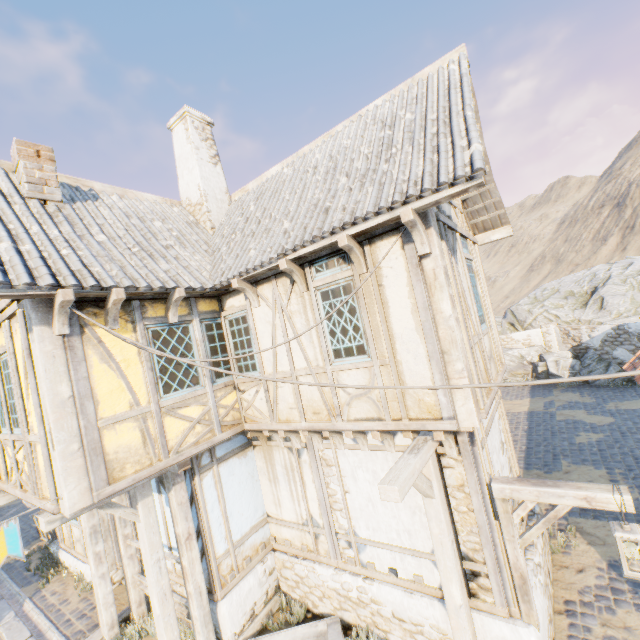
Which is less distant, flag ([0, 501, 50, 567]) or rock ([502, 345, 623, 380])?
flag ([0, 501, 50, 567])

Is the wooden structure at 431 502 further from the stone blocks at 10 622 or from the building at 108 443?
the stone blocks at 10 622

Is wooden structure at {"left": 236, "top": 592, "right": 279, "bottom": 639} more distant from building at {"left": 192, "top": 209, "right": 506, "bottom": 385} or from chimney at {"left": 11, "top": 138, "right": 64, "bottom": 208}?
chimney at {"left": 11, "top": 138, "right": 64, "bottom": 208}

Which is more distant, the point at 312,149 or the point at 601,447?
the point at 601,447

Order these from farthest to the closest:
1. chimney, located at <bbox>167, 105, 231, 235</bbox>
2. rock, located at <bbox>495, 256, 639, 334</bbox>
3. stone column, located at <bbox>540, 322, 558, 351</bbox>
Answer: stone column, located at <bbox>540, 322, 558, 351</bbox>, rock, located at <bbox>495, 256, 639, 334</bbox>, chimney, located at <bbox>167, 105, 231, 235</bbox>

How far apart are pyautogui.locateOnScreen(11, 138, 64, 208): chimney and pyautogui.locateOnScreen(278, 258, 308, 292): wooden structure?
4.4m

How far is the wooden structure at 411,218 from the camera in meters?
4.0

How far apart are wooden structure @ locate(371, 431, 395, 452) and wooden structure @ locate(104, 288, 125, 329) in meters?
4.4 m
